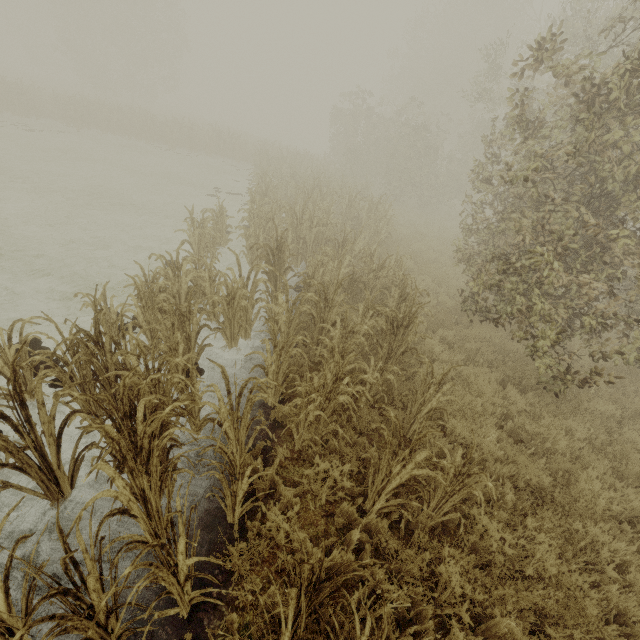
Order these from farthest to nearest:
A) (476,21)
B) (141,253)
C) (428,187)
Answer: (476,21) → (428,187) → (141,253)
